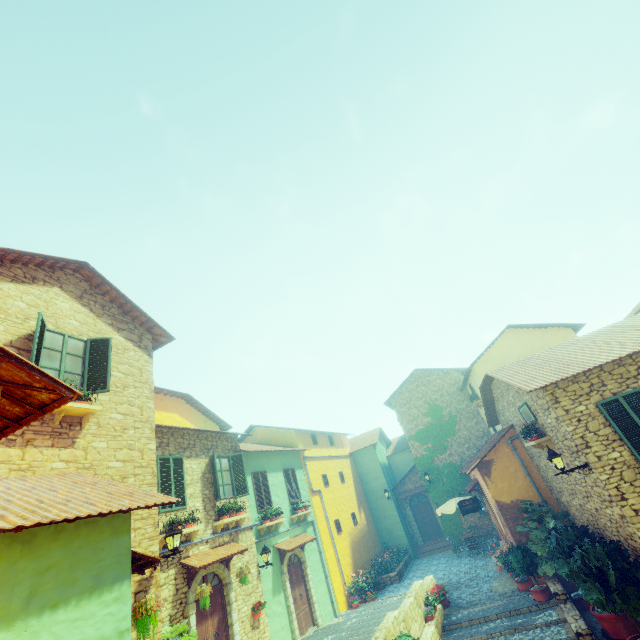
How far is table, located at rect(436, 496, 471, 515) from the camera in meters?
18.1 m

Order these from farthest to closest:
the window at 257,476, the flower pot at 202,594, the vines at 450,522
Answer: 1. the vines at 450,522
2. the window at 257,476
3. the flower pot at 202,594

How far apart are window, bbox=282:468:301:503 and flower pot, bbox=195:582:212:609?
7.1m

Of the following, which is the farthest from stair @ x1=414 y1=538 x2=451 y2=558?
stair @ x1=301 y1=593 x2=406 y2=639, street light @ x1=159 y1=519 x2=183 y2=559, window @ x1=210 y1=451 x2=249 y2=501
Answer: street light @ x1=159 y1=519 x2=183 y2=559

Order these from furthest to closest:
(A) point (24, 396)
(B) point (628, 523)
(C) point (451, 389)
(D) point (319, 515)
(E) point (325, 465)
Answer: (C) point (451, 389)
(E) point (325, 465)
(D) point (319, 515)
(B) point (628, 523)
(A) point (24, 396)

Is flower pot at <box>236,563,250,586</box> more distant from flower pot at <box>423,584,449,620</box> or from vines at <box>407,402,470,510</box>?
vines at <box>407,402,470,510</box>

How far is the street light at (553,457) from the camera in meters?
8.6 m

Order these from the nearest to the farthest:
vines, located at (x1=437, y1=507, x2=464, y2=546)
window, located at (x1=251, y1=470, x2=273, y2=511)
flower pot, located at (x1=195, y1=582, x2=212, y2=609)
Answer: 1. flower pot, located at (x1=195, y1=582, x2=212, y2=609)
2. window, located at (x1=251, y1=470, x2=273, y2=511)
3. vines, located at (x1=437, y1=507, x2=464, y2=546)
